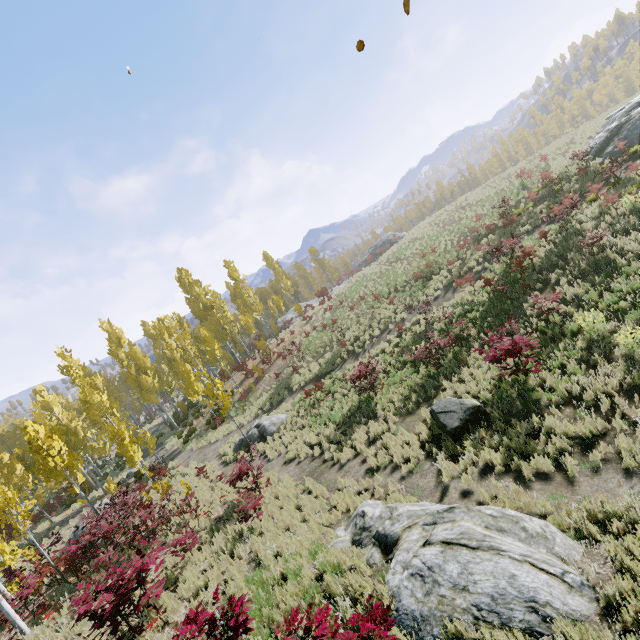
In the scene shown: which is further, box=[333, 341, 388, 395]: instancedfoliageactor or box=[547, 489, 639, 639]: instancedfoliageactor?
box=[333, 341, 388, 395]: instancedfoliageactor

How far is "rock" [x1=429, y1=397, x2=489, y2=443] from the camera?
9.22m

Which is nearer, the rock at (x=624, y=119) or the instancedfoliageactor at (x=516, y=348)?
the instancedfoliageactor at (x=516, y=348)

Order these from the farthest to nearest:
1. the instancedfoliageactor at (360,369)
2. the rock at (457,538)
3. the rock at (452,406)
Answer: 1. the instancedfoliageactor at (360,369)
2. the rock at (452,406)
3. the rock at (457,538)

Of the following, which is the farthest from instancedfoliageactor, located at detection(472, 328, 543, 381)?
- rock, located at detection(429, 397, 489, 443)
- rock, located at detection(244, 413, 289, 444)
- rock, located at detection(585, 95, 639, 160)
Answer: rock, located at detection(585, 95, 639, 160)

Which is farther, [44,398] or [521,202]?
[44,398]

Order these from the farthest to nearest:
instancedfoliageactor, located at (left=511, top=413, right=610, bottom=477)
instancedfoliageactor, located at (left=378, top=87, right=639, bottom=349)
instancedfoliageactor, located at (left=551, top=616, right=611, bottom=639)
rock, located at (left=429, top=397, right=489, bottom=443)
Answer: instancedfoliageactor, located at (left=378, top=87, right=639, bottom=349) → rock, located at (left=429, top=397, right=489, bottom=443) → instancedfoliageactor, located at (left=511, top=413, right=610, bottom=477) → instancedfoliageactor, located at (left=551, top=616, right=611, bottom=639)
